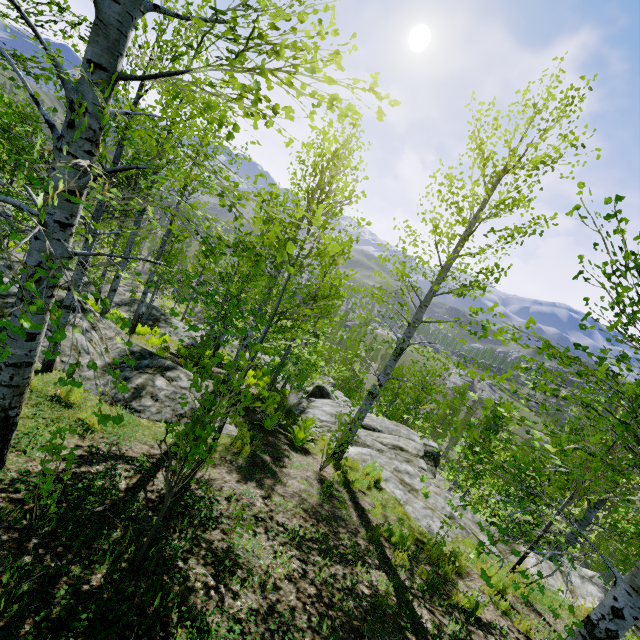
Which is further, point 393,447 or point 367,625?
point 393,447

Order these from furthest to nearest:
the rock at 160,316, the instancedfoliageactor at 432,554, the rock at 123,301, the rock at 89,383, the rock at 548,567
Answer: the rock at 160,316
the rock at 123,301
the rock at 548,567
the rock at 89,383
the instancedfoliageactor at 432,554

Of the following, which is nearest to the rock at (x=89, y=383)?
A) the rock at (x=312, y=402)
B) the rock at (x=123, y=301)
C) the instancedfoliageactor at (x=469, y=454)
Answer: the rock at (x=312, y=402)

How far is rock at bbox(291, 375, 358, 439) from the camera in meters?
13.4

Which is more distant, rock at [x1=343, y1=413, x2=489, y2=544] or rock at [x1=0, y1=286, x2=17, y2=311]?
rock at [x1=343, y1=413, x2=489, y2=544]

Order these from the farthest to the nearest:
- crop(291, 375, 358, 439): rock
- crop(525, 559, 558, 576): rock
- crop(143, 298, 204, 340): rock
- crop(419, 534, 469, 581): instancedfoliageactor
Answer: crop(143, 298, 204, 340): rock → crop(291, 375, 358, 439): rock → crop(525, 559, 558, 576): rock → crop(419, 534, 469, 581): instancedfoliageactor

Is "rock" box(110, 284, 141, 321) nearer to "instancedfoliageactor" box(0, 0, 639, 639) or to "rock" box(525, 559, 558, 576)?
"instancedfoliageactor" box(0, 0, 639, 639)

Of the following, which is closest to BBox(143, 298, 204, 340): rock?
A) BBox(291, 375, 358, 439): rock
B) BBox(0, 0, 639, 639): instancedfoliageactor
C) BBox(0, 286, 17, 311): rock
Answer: BBox(0, 0, 639, 639): instancedfoliageactor
